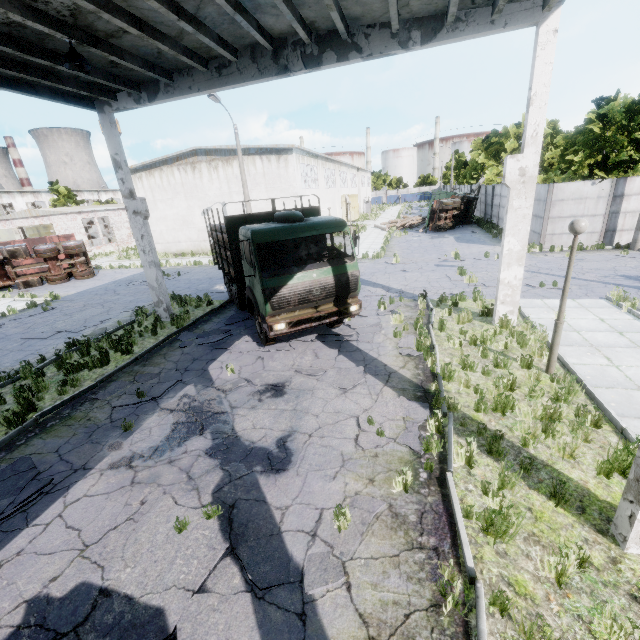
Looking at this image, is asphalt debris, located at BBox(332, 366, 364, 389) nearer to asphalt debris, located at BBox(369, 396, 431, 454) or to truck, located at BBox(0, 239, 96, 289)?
asphalt debris, located at BBox(369, 396, 431, 454)

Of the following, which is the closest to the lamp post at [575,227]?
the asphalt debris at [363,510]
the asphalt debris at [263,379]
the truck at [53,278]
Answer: the asphalt debris at [363,510]

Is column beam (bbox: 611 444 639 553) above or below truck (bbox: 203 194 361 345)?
below

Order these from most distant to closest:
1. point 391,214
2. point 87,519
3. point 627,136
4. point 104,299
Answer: point 391,214 < point 104,299 < point 627,136 < point 87,519

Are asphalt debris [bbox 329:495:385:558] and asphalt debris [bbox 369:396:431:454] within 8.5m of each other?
yes

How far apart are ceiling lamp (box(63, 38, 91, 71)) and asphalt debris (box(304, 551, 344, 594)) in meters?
10.2 m

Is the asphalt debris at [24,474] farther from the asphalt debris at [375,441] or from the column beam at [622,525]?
the asphalt debris at [375,441]

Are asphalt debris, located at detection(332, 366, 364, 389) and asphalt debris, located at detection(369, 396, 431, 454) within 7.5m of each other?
yes
